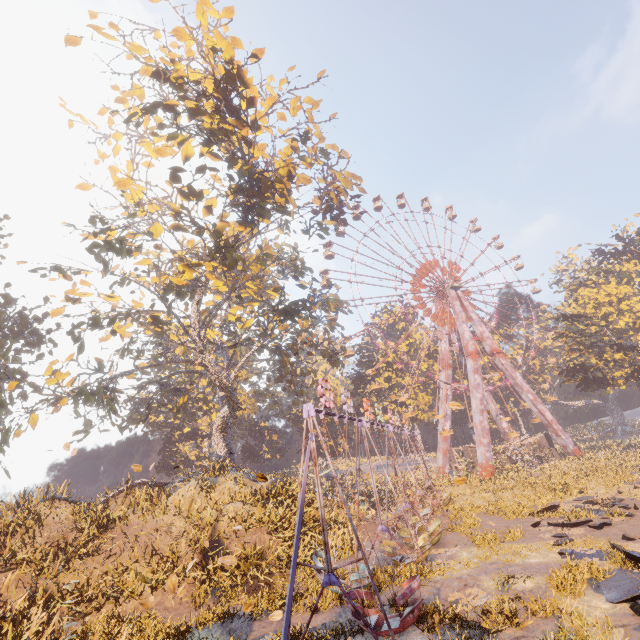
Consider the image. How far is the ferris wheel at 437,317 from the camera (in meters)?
44.41

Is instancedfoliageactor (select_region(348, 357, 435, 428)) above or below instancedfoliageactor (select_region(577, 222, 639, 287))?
below

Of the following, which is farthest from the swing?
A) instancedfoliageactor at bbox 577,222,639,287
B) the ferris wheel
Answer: instancedfoliageactor at bbox 577,222,639,287

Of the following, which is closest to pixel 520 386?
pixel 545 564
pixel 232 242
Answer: pixel 545 564

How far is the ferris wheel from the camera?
44.41m

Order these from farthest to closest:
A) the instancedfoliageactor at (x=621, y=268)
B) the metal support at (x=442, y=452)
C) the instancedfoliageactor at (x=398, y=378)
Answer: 1. the instancedfoliageactor at (x=398, y=378)
2. the instancedfoliageactor at (x=621, y=268)
3. the metal support at (x=442, y=452)

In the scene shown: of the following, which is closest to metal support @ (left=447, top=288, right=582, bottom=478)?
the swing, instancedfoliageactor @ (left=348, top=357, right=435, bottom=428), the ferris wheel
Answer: the ferris wheel

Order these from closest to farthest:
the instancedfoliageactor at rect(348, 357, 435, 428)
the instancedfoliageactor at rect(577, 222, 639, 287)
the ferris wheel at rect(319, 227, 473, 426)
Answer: the ferris wheel at rect(319, 227, 473, 426)
the instancedfoliageactor at rect(577, 222, 639, 287)
the instancedfoliageactor at rect(348, 357, 435, 428)
